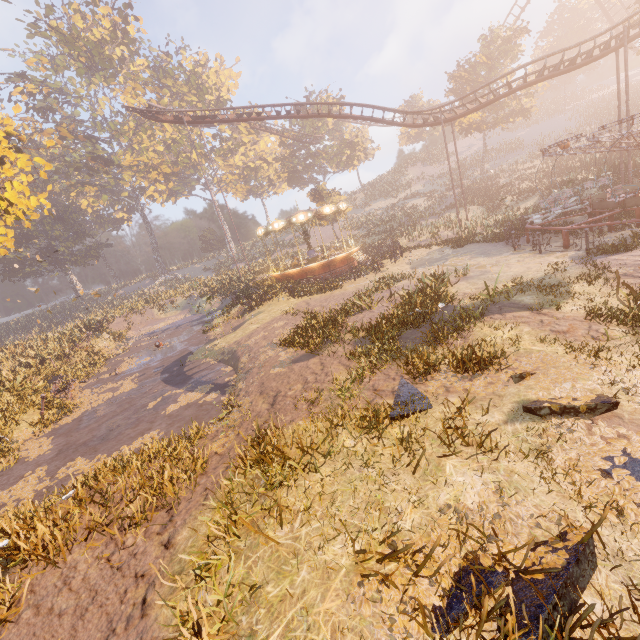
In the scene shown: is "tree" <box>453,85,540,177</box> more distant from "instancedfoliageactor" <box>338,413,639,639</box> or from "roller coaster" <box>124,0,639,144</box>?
"instancedfoliageactor" <box>338,413,639,639</box>

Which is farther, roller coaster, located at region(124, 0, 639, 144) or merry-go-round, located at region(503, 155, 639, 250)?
roller coaster, located at region(124, 0, 639, 144)

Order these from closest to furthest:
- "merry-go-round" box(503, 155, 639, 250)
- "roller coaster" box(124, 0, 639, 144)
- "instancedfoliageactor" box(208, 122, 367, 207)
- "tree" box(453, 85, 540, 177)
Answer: "merry-go-round" box(503, 155, 639, 250), "roller coaster" box(124, 0, 639, 144), "tree" box(453, 85, 540, 177), "instancedfoliageactor" box(208, 122, 367, 207)

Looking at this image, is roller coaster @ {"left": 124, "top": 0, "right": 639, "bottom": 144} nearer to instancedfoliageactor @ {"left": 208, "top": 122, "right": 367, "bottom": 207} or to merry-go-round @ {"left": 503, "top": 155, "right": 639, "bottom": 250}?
instancedfoliageactor @ {"left": 208, "top": 122, "right": 367, "bottom": 207}

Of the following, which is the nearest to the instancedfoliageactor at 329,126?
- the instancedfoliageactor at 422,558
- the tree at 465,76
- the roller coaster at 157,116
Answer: the roller coaster at 157,116

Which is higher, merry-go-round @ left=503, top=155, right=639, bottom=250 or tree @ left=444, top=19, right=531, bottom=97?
tree @ left=444, top=19, right=531, bottom=97

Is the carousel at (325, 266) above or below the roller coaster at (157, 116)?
below

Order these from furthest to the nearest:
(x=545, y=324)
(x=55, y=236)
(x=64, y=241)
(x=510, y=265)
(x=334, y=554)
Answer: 1. (x=55, y=236)
2. (x=64, y=241)
3. (x=510, y=265)
4. (x=545, y=324)
5. (x=334, y=554)
